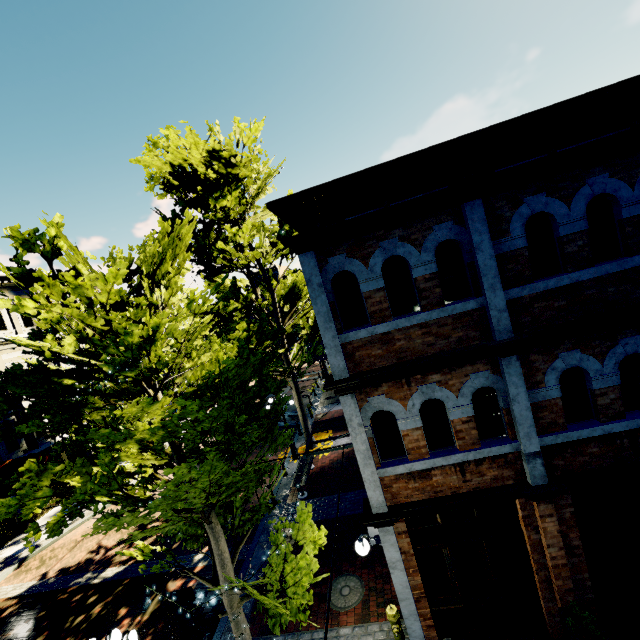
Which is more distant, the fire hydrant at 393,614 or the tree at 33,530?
the fire hydrant at 393,614

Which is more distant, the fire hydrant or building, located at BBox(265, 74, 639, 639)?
the fire hydrant

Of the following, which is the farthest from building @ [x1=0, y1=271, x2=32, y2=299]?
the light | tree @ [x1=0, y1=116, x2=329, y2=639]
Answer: the light

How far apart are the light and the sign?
4.4 meters

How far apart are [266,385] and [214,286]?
2.6m

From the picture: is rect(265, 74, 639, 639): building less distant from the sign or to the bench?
the sign

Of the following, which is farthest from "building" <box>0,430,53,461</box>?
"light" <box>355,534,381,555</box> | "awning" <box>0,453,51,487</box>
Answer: "light" <box>355,534,381,555</box>

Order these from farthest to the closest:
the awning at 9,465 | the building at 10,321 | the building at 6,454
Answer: the building at 10,321 → the building at 6,454 → the awning at 9,465
